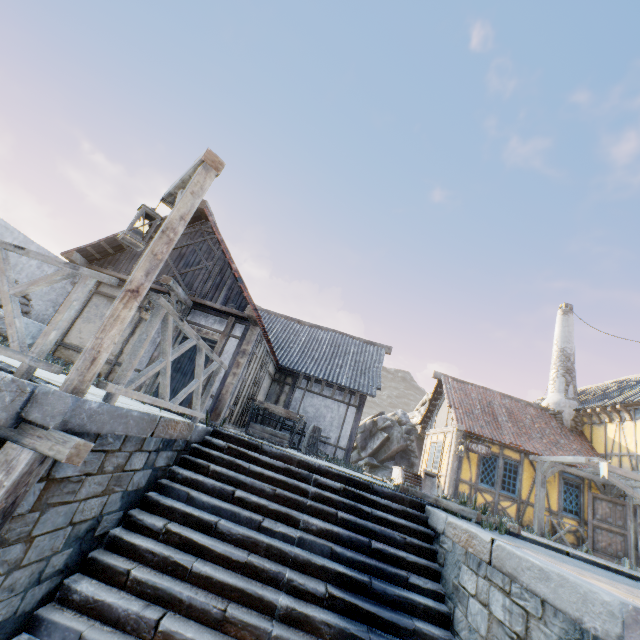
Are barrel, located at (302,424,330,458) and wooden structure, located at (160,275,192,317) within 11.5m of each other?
yes

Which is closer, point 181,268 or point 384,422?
point 181,268

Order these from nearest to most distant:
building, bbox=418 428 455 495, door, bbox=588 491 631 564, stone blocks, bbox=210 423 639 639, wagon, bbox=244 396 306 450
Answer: stone blocks, bbox=210 423 639 639, wagon, bbox=244 396 306 450, door, bbox=588 491 631 564, building, bbox=418 428 455 495

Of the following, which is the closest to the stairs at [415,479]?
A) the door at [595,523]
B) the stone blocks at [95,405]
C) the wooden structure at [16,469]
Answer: the stone blocks at [95,405]

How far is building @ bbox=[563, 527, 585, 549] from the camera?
12.3m

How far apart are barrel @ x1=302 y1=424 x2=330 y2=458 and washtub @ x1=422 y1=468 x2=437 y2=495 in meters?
4.2

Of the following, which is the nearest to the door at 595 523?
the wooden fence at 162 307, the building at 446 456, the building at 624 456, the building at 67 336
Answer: the building at 624 456

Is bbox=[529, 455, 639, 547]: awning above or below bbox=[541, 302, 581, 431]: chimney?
below
